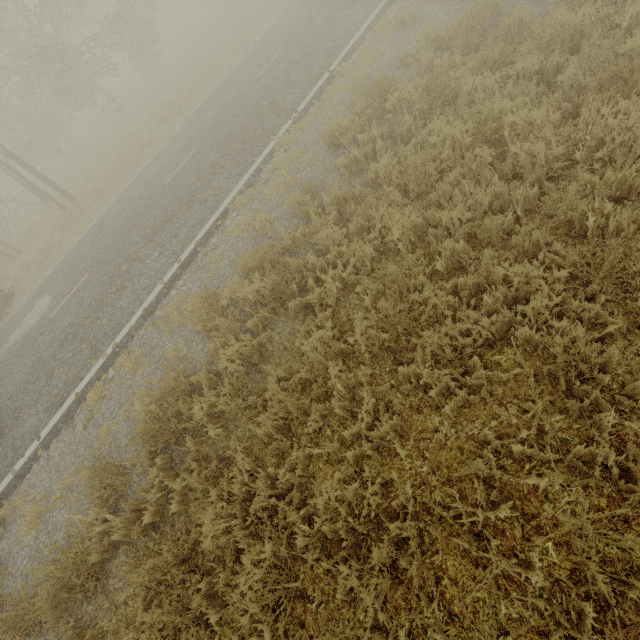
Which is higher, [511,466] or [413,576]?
[413,576]

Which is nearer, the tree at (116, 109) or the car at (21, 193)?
the tree at (116, 109)

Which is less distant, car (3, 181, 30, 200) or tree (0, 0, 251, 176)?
tree (0, 0, 251, 176)
